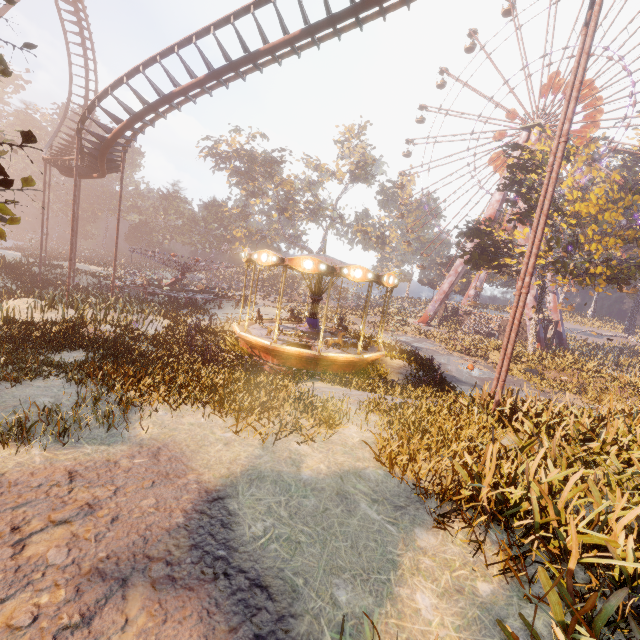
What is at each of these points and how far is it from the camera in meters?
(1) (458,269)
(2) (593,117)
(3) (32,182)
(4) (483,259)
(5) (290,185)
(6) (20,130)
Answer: Result:
(1) metal support, 44.2 m
(2) ferris wheel, 37.4 m
(3) instancedfoliageactor, 4.0 m
(4) tree, 27.5 m
(5) tree, 55.2 m
(6) instancedfoliageactor, 3.8 m

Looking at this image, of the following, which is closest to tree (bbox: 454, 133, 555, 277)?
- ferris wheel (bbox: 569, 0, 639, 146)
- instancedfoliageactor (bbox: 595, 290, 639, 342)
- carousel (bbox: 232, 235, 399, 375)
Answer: instancedfoliageactor (bbox: 595, 290, 639, 342)

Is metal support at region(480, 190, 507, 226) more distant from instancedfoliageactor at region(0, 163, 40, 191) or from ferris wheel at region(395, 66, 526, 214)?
instancedfoliageactor at region(0, 163, 40, 191)

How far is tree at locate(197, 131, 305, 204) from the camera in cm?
5003

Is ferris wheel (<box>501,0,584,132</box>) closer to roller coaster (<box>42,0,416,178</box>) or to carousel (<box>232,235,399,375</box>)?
carousel (<box>232,235,399,375</box>)

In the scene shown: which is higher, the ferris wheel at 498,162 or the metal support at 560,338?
the ferris wheel at 498,162

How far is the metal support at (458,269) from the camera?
44.3 meters

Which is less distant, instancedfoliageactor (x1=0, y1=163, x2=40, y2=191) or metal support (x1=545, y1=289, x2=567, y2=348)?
instancedfoliageactor (x1=0, y1=163, x2=40, y2=191)
